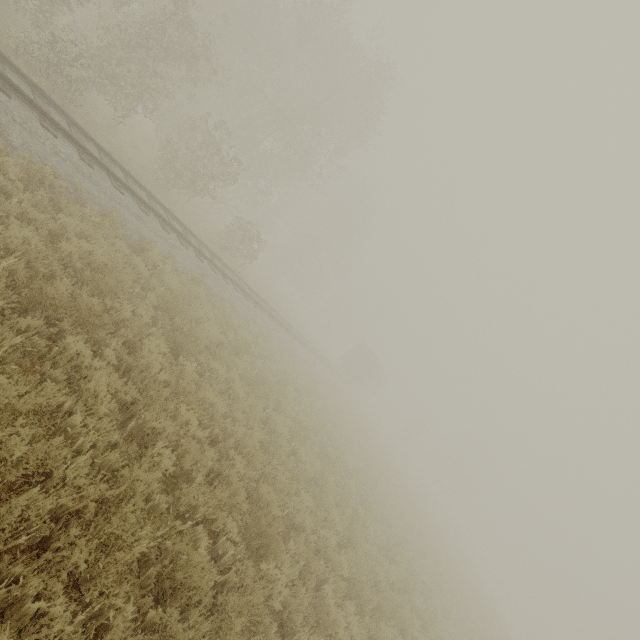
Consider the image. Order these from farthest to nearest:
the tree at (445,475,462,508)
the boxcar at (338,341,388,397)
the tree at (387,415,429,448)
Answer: the tree at (445,475,462,508) → the tree at (387,415,429,448) → the boxcar at (338,341,388,397)

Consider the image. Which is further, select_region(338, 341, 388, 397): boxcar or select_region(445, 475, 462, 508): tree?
select_region(445, 475, 462, 508): tree

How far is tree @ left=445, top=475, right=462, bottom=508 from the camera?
58.0 meters

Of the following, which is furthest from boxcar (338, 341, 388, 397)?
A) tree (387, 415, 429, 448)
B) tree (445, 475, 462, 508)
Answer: tree (445, 475, 462, 508)

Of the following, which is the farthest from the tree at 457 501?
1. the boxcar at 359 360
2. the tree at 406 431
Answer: the boxcar at 359 360

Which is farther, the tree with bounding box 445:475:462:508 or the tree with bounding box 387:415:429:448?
the tree with bounding box 445:475:462:508

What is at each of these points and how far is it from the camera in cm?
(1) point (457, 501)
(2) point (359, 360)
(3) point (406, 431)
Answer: (1) tree, 5831
(2) boxcar, 3900
(3) tree, 5331

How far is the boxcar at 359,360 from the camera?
38.6 meters
